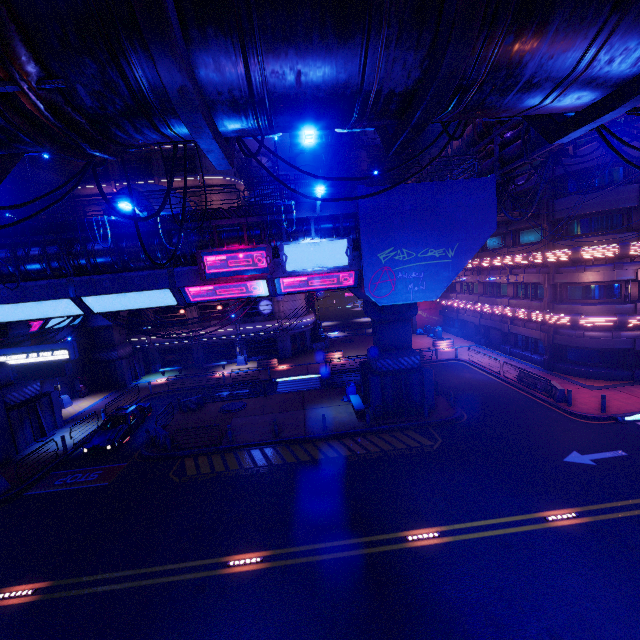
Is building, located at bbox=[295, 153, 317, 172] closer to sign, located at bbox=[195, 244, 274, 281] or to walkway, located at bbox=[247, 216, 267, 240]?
walkway, located at bbox=[247, 216, 267, 240]

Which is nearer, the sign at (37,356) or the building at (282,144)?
the sign at (37,356)

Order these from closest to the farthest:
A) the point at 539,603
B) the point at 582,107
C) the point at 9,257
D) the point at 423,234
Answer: the point at 582,107
the point at 539,603
the point at 9,257
the point at 423,234

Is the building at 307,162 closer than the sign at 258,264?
No

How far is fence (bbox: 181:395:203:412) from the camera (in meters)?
24.33

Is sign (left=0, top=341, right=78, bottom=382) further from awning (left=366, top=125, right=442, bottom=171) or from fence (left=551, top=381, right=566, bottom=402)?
fence (left=551, top=381, right=566, bottom=402)

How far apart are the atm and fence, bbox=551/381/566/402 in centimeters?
3862cm

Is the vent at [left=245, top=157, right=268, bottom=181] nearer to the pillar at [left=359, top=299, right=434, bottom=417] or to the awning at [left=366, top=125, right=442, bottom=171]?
the awning at [left=366, top=125, right=442, bottom=171]
